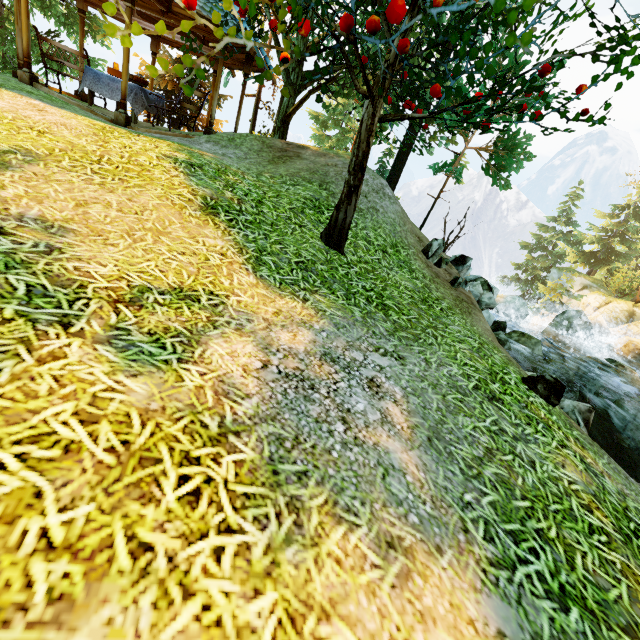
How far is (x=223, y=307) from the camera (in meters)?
3.12

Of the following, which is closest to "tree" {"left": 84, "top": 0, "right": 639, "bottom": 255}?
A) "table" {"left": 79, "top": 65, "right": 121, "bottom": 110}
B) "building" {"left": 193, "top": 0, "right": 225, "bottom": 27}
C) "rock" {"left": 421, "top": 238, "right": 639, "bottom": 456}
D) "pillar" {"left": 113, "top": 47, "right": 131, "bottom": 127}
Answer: "building" {"left": 193, "top": 0, "right": 225, "bottom": 27}

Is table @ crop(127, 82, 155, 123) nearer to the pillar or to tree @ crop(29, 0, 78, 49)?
the pillar

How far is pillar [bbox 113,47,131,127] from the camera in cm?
729

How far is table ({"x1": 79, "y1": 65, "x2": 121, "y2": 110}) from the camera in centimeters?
872cm

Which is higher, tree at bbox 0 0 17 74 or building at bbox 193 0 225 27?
building at bbox 193 0 225 27

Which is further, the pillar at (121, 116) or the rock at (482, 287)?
the pillar at (121, 116)

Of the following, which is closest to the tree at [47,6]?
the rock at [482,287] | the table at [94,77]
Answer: the table at [94,77]
